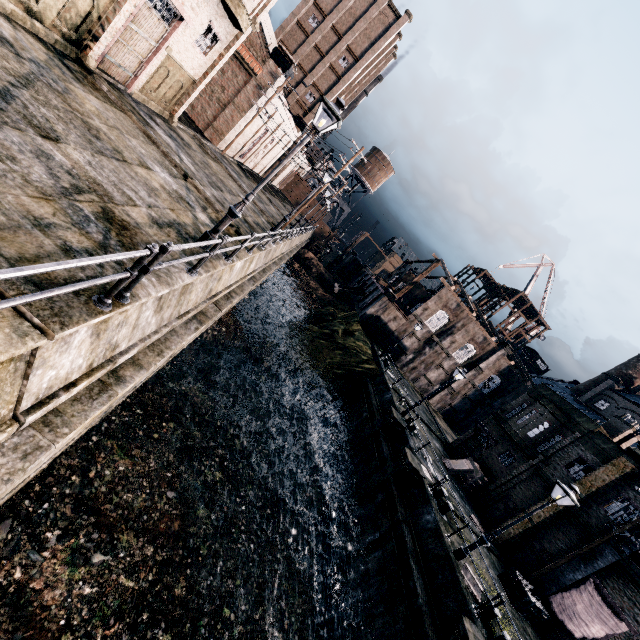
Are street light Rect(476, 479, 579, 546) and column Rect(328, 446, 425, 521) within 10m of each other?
yes

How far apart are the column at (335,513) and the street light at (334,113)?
15.67m

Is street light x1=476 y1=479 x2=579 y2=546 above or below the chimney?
below

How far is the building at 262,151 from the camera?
34.4m

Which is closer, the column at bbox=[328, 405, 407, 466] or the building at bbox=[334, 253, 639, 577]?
the building at bbox=[334, 253, 639, 577]

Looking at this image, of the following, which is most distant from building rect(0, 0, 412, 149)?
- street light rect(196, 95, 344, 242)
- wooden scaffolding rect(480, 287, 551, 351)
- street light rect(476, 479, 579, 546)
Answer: street light rect(476, 479, 579, 546)

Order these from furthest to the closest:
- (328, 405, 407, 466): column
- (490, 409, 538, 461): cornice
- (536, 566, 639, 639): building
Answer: (490, 409, 538, 461): cornice < (328, 405, 407, 466): column < (536, 566, 639, 639): building

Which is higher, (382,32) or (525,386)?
(382,32)
